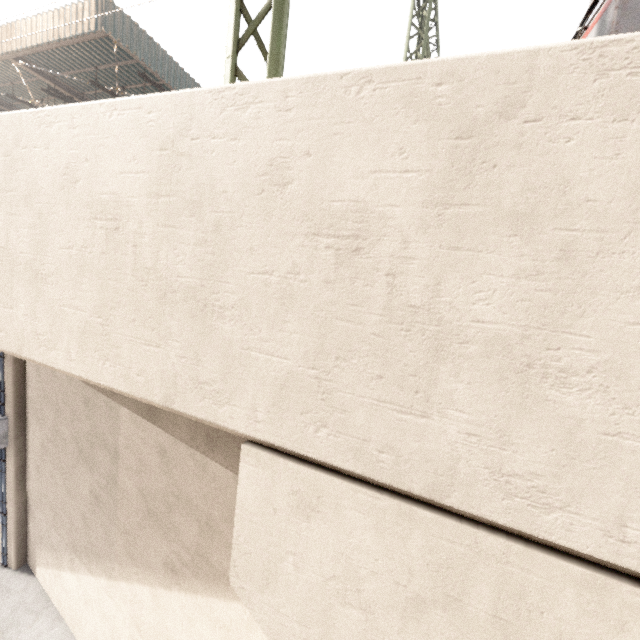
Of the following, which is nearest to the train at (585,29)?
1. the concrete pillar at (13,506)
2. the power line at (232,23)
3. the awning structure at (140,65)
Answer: the concrete pillar at (13,506)

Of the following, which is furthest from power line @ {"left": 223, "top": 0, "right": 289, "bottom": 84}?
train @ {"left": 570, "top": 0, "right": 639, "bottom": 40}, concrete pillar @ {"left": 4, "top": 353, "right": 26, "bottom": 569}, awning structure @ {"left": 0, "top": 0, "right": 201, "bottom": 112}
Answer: awning structure @ {"left": 0, "top": 0, "right": 201, "bottom": 112}

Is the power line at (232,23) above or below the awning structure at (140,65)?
below

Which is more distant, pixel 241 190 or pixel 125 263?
pixel 125 263

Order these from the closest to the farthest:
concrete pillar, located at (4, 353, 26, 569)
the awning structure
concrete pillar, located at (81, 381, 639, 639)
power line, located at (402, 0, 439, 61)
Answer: concrete pillar, located at (81, 381, 639, 639)
concrete pillar, located at (4, 353, 26, 569)
the awning structure
power line, located at (402, 0, 439, 61)

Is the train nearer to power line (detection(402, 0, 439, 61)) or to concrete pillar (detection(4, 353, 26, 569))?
concrete pillar (detection(4, 353, 26, 569))

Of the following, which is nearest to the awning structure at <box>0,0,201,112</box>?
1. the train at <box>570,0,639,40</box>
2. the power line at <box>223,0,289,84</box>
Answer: the power line at <box>223,0,289,84</box>
